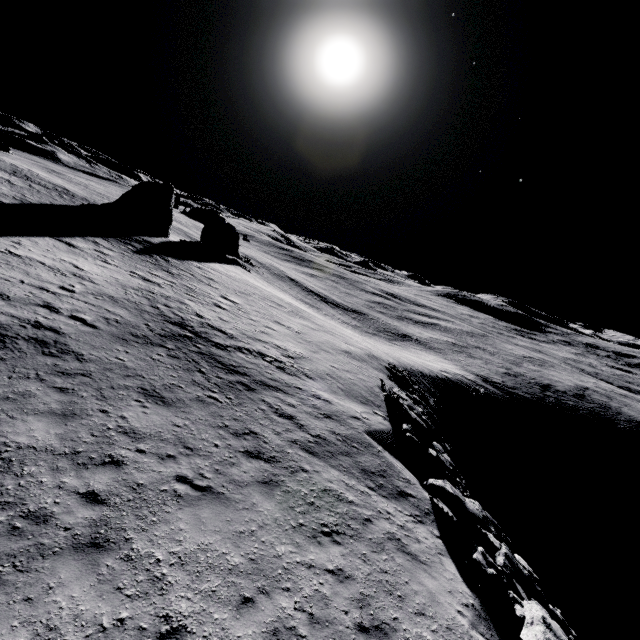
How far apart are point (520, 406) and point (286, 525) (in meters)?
63.11

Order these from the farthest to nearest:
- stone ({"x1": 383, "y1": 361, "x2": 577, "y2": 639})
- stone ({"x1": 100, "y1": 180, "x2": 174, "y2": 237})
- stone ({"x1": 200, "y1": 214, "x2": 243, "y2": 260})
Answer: stone ({"x1": 200, "y1": 214, "x2": 243, "y2": 260})
stone ({"x1": 100, "y1": 180, "x2": 174, "y2": 237})
stone ({"x1": 383, "y1": 361, "x2": 577, "y2": 639})

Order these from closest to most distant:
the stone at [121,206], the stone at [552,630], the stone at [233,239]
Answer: the stone at [552,630]
the stone at [121,206]
the stone at [233,239]

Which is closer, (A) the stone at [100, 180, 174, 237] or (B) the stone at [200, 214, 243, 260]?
(A) the stone at [100, 180, 174, 237]

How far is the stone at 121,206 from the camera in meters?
37.4

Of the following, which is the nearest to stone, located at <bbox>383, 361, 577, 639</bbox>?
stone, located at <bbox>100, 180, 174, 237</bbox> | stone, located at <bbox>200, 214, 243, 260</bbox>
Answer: stone, located at <bbox>100, 180, 174, 237</bbox>

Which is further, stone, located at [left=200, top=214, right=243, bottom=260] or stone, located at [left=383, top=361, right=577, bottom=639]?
stone, located at [left=200, top=214, right=243, bottom=260]

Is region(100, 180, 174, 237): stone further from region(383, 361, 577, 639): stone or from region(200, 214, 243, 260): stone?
region(383, 361, 577, 639): stone
